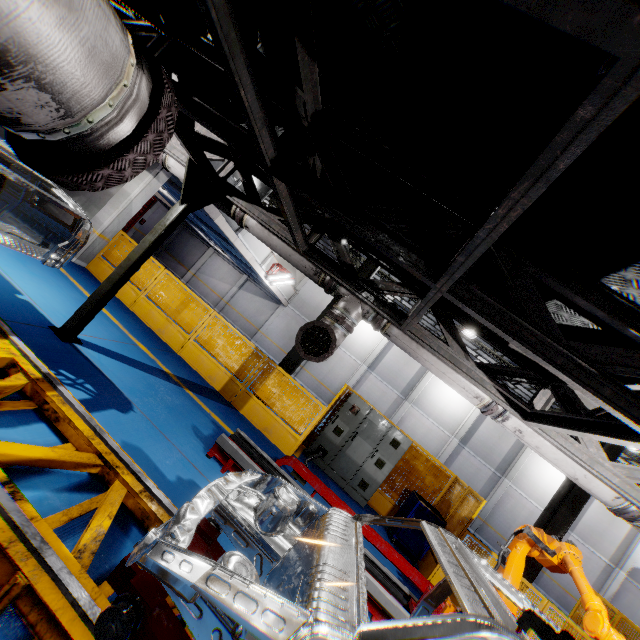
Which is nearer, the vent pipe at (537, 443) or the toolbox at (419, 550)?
the vent pipe at (537, 443)

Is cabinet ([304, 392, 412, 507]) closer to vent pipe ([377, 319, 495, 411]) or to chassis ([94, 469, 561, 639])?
vent pipe ([377, 319, 495, 411])

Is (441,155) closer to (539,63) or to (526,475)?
(539,63)

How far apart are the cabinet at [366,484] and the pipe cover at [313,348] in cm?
498

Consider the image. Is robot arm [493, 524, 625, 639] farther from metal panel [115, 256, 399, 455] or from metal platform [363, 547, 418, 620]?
metal panel [115, 256, 399, 455]

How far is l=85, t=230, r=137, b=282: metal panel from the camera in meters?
9.3

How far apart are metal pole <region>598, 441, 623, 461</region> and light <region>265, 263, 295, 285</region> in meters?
14.7 m

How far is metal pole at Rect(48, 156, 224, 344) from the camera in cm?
505
